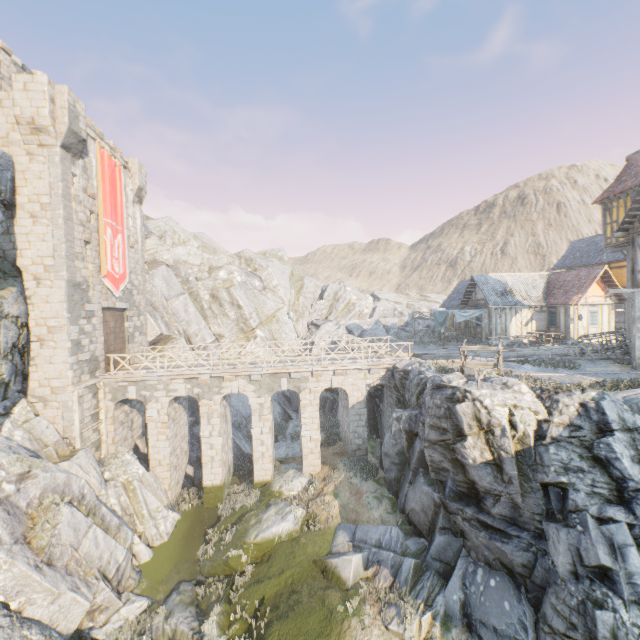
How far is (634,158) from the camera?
20.1m

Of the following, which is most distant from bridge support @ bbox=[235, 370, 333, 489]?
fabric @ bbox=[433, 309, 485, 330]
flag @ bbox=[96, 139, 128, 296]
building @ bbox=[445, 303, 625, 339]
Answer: building @ bbox=[445, 303, 625, 339]

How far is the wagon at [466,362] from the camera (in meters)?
13.80

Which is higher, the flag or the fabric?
the flag

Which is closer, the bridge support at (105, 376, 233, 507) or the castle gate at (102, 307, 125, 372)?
the bridge support at (105, 376, 233, 507)

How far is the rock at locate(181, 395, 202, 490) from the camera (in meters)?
21.64

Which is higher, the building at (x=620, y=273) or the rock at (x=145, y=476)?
the building at (x=620, y=273)

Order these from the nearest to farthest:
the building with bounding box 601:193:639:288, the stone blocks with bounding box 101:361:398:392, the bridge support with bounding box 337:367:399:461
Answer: the building with bounding box 601:193:639:288
the stone blocks with bounding box 101:361:398:392
the bridge support with bounding box 337:367:399:461
